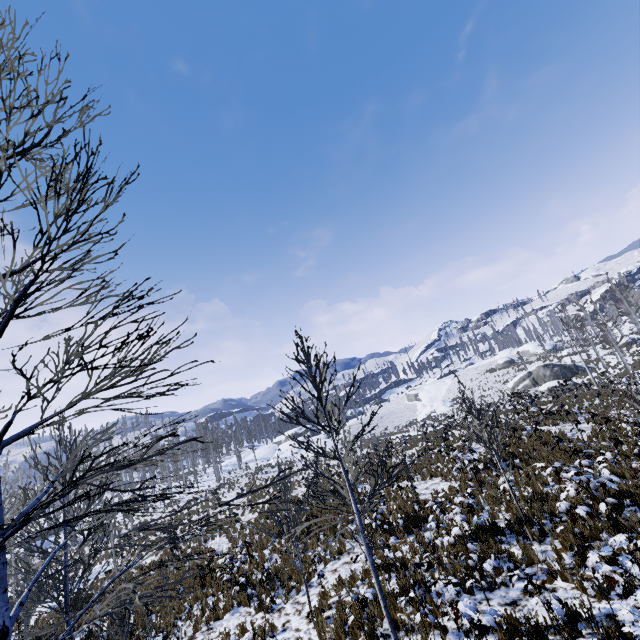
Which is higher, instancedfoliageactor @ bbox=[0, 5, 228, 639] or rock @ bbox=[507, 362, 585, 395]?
instancedfoliageactor @ bbox=[0, 5, 228, 639]

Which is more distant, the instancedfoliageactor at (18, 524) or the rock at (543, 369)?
the rock at (543, 369)

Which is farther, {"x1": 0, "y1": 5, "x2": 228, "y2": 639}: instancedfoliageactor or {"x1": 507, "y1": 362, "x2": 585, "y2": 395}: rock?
{"x1": 507, "y1": 362, "x2": 585, "y2": 395}: rock

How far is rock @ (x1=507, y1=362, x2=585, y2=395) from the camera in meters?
42.7

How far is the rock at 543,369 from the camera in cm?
4272

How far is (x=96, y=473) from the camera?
1.74m
